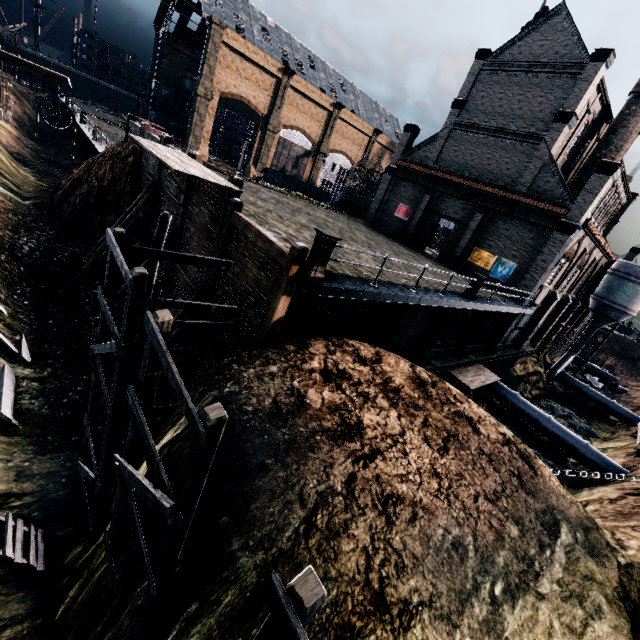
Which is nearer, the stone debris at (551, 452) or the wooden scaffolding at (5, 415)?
the wooden scaffolding at (5, 415)

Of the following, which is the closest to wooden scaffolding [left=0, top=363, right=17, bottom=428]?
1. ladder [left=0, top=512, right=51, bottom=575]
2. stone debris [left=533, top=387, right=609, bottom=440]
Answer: ladder [left=0, top=512, right=51, bottom=575]

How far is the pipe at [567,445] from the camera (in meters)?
24.19

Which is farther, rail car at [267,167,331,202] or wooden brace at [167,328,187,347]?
rail car at [267,167,331,202]

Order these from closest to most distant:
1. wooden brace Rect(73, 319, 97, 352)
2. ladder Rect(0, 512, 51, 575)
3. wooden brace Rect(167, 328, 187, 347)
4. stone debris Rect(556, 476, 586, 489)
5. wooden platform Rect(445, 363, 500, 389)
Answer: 1. ladder Rect(0, 512, 51, 575)
2. wooden brace Rect(167, 328, 187, 347)
3. wooden brace Rect(73, 319, 97, 352)
4. wooden platform Rect(445, 363, 500, 389)
5. stone debris Rect(556, 476, 586, 489)

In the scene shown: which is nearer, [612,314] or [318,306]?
[318,306]

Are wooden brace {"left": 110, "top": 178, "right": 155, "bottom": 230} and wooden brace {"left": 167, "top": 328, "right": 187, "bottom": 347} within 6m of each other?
no

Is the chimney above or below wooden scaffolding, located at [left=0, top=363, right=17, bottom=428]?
above
